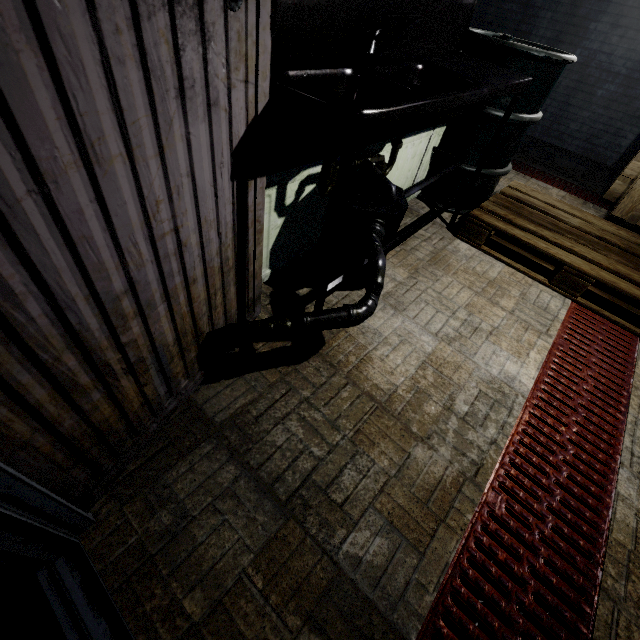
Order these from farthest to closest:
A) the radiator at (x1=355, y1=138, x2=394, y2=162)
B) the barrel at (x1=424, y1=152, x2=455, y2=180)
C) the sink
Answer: the barrel at (x1=424, y1=152, x2=455, y2=180) → the radiator at (x1=355, y1=138, x2=394, y2=162) → the sink

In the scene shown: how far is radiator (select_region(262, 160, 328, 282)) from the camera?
1.4 meters

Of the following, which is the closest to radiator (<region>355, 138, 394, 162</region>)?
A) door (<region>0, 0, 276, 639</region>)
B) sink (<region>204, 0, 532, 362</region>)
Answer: sink (<region>204, 0, 532, 362</region>)

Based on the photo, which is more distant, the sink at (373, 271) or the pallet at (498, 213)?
the pallet at (498, 213)

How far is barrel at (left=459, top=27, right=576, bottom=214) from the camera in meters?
1.9

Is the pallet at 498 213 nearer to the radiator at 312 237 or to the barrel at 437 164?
the barrel at 437 164

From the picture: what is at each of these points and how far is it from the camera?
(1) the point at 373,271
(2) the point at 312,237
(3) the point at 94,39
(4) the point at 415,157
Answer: (1) sink, 1.3m
(2) radiator, 1.8m
(3) door, 0.5m
(4) radiator, 2.2m
